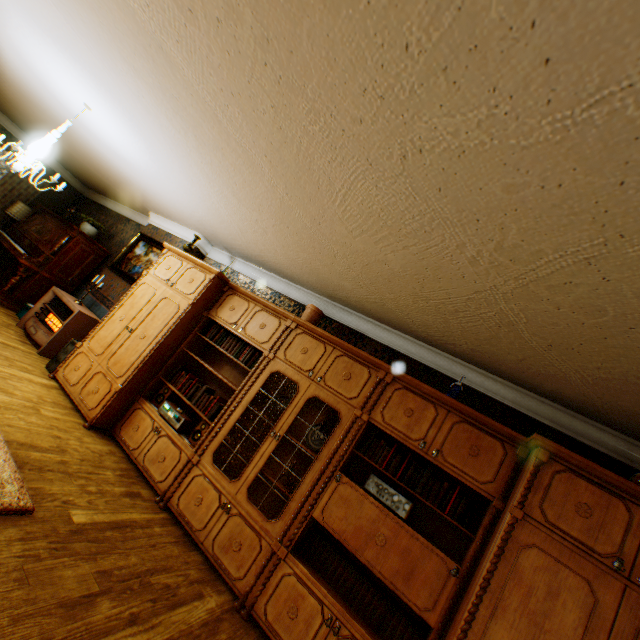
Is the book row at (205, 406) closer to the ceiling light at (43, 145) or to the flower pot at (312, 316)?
the flower pot at (312, 316)

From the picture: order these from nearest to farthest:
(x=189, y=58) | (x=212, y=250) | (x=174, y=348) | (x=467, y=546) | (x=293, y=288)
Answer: (x=189, y=58)
(x=467, y=546)
(x=174, y=348)
(x=293, y=288)
(x=212, y=250)

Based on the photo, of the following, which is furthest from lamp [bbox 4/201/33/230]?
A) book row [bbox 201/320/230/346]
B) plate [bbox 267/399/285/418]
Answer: plate [bbox 267/399/285/418]

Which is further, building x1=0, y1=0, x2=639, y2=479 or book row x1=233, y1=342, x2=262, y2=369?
book row x1=233, y1=342, x2=262, y2=369

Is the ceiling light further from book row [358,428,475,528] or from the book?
book row [358,428,475,528]

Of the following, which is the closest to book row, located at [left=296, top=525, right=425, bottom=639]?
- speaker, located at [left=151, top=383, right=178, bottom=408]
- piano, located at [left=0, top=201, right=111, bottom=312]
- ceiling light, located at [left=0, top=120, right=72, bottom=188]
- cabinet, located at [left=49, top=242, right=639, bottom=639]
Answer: cabinet, located at [left=49, top=242, right=639, bottom=639]

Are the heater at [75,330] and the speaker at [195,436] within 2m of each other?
no

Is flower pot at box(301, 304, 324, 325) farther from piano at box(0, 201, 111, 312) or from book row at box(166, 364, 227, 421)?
piano at box(0, 201, 111, 312)
